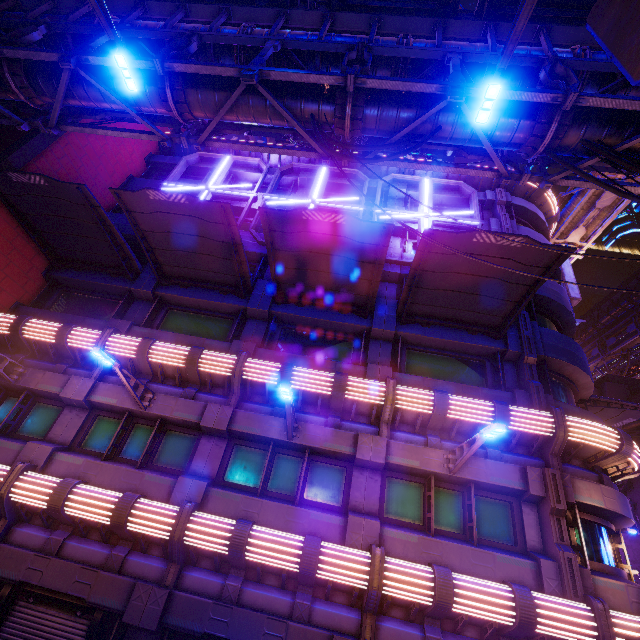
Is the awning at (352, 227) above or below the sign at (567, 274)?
below

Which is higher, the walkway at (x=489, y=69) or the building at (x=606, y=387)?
the building at (x=606, y=387)

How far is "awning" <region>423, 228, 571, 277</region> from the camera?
9.02m

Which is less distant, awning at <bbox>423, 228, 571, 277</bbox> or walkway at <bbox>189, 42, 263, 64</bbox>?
awning at <bbox>423, 228, 571, 277</bbox>

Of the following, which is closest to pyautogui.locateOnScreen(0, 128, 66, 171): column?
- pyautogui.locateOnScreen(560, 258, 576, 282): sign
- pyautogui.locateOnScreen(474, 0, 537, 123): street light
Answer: pyautogui.locateOnScreen(474, 0, 537, 123): street light

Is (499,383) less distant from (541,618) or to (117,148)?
(541,618)

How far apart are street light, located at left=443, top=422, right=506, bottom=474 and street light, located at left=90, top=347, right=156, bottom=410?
9.5m

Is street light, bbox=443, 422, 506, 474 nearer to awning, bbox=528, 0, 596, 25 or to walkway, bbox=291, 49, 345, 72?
walkway, bbox=291, 49, 345, 72
